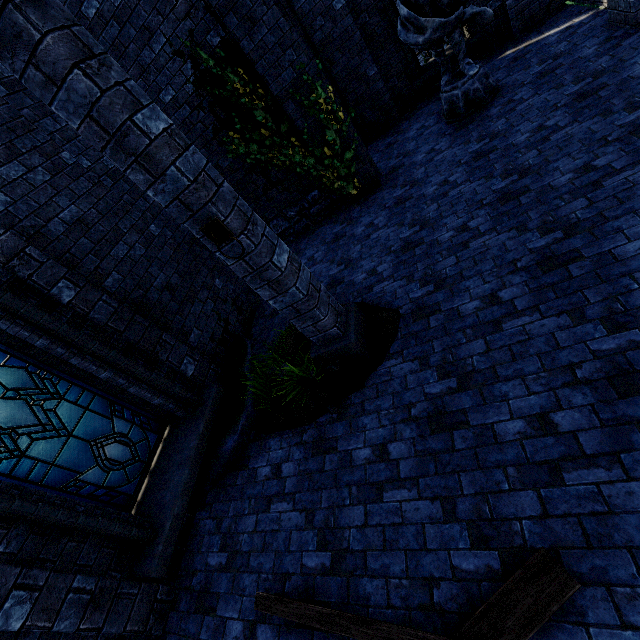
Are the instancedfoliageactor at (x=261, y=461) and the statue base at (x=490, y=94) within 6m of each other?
no

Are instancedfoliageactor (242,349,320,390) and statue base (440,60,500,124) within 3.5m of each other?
no

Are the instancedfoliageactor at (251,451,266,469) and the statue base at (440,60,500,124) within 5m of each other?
no

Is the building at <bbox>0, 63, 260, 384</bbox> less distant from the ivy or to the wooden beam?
the ivy

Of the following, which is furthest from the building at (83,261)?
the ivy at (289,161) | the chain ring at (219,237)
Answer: the chain ring at (219,237)

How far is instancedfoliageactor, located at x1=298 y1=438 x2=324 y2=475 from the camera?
3.73m

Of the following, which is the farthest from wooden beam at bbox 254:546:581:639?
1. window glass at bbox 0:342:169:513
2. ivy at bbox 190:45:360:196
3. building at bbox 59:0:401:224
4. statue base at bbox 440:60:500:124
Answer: statue base at bbox 440:60:500:124

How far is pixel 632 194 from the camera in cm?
339
